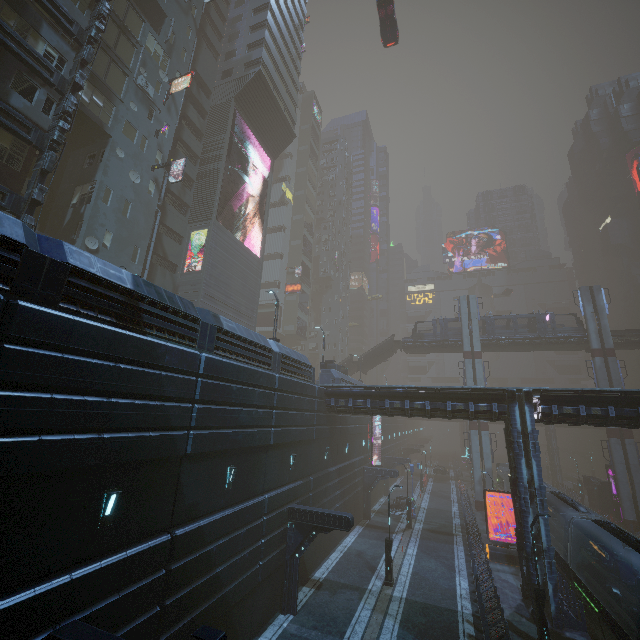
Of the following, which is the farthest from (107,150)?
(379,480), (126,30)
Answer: (379,480)

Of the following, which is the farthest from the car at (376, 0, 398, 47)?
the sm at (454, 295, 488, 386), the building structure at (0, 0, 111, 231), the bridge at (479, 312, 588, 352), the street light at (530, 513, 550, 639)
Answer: the street light at (530, 513, 550, 639)

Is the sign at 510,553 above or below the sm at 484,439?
below

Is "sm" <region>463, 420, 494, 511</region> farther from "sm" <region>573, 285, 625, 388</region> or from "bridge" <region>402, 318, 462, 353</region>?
"sm" <region>573, 285, 625, 388</region>

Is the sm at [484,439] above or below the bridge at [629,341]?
below

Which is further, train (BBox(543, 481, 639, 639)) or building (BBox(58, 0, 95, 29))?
building (BBox(58, 0, 95, 29))

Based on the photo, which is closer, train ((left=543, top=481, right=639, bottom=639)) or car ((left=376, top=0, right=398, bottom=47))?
train ((left=543, top=481, right=639, bottom=639))

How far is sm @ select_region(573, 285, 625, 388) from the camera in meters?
37.0 m
